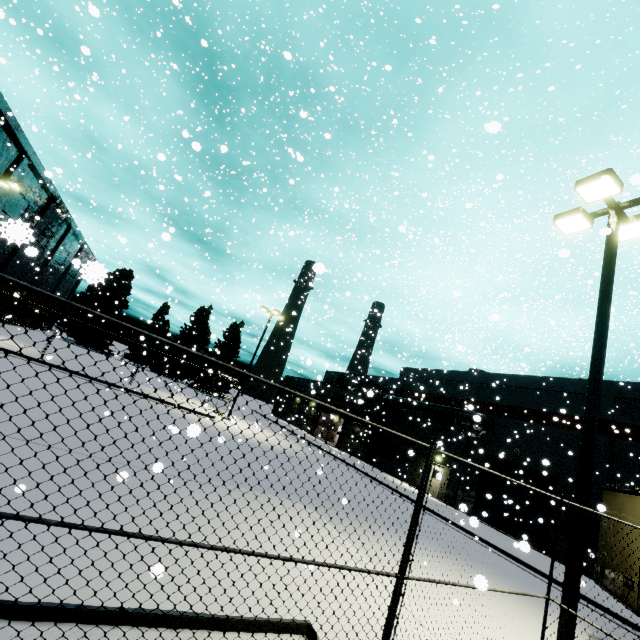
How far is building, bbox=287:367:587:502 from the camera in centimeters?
2062cm

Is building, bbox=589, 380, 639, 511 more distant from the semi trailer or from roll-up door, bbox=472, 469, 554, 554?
the semi trailer

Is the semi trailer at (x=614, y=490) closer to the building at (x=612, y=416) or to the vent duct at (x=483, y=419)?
the building at (x=612, y=416)

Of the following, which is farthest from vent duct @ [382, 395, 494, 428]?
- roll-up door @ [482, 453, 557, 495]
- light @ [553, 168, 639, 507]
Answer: light @ [553, 168, 639, 507]

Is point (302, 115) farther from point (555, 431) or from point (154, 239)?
point (555, 431)

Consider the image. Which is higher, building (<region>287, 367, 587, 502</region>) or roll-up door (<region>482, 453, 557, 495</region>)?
building (<region>287, 367, 587, 502</region>)

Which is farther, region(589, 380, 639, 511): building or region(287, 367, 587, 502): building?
region(287, 367, 587, 502): building

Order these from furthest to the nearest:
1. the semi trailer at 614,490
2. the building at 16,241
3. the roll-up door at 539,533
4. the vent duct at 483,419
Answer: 1. the vent duct at 483,419
2. the building at 16,241
3. the roll-up door at 539,533
4. the semi trailer at 614,490
